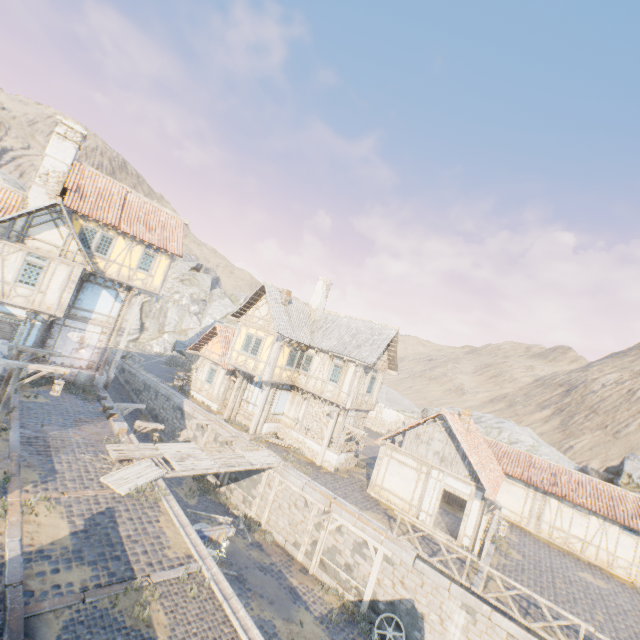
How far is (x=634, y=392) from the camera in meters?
56.2

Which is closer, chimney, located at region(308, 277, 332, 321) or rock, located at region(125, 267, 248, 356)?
chimney, located at region(308, 277, 332, 321)

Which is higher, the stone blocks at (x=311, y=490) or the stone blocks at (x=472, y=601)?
the stone blocks at (x=311, y=490)

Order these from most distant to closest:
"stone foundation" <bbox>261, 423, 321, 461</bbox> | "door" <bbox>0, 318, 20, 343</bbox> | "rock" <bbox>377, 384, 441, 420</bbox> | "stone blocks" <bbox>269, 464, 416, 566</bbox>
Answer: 1. "rock" <bbox>377, 384, 441, 420</bbox>
2. "stone foundation" <bbox>261, 423, 321, 461</bbox>
3. "door" <bbox>0, 318, 20, 343</bbox>
4. "stone blocks" <bbox>269, 464, 416, 566</bbox>

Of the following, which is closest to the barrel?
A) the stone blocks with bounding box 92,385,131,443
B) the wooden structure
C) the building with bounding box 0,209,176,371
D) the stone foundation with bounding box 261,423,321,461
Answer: the building with bounding box 0,209,176,371

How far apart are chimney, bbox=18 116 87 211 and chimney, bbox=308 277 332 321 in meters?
16.9

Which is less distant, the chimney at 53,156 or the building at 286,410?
the chimney at 53,156

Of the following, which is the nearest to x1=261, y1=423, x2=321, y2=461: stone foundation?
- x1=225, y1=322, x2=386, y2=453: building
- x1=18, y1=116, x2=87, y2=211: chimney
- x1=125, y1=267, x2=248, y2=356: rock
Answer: x1=225, y1=322, x2=386, y2=453: building
